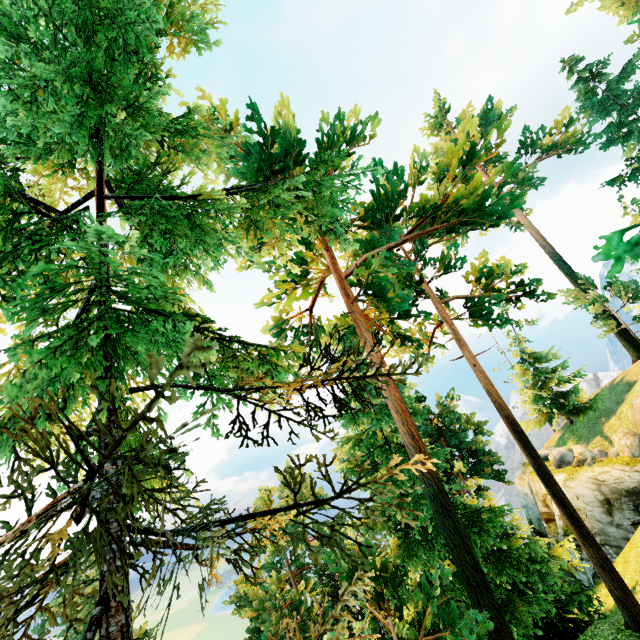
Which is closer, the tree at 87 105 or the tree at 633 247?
the tree at 633 247

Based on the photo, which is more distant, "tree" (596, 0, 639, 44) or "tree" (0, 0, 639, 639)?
"tree" (596, 0, 639, 44)

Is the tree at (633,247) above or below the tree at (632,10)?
below

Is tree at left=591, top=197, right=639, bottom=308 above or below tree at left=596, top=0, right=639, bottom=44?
below

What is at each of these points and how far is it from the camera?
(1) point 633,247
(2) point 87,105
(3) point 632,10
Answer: (1) tree, 1.9m
(2) tree, 4.7m
(3) tree, 21.3m

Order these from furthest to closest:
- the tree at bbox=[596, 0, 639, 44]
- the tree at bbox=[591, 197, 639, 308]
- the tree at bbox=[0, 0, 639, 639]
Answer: the tree at bbox=[596, 0, 639, 44] < the tree at bbox=[0, 0, 639, 639] < the tree at bbox=[591, 197, 639, 308]
